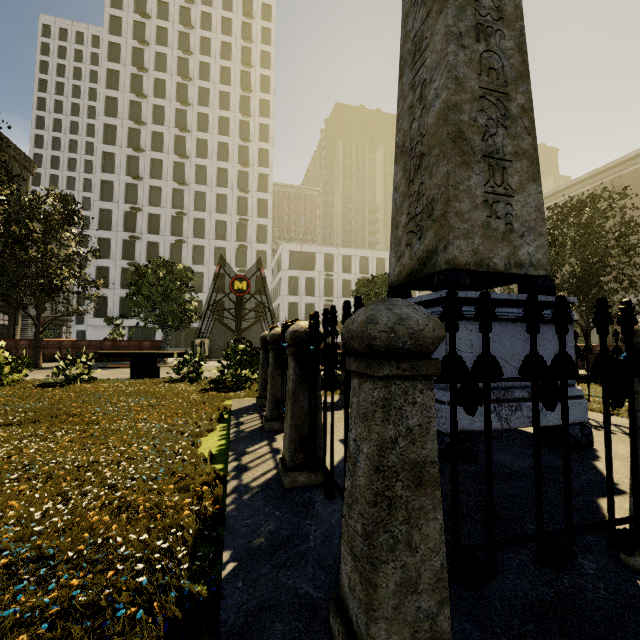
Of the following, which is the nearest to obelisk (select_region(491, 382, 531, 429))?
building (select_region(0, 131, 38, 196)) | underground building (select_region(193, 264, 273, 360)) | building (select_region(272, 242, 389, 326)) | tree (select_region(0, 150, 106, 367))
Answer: tree (select_region(0, 150, 106, 367))

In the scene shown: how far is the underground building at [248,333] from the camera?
20.6m

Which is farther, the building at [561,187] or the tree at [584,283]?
the building at [561,187]

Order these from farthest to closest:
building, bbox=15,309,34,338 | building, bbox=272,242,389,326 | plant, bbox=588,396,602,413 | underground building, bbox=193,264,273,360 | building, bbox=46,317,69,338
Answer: building, bbox=46,317,69,338
building, bbox=272,242,389,326
building, bbox=15,309,34,338
underground building, bbox=193,264,273,360
plant, bbox=588,396,602,413

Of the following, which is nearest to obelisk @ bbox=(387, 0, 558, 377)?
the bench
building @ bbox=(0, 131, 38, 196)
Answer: the bench

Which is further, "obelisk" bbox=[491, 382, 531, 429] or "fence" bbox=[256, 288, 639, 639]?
"obelisk" bbox=[491, 382, 531, 429]

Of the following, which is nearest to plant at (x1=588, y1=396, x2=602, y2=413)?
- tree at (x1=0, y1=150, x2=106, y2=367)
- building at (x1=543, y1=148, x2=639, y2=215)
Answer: tree at (x1=0, y1=150, x2=106, y2=367)

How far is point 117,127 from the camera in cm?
4453
